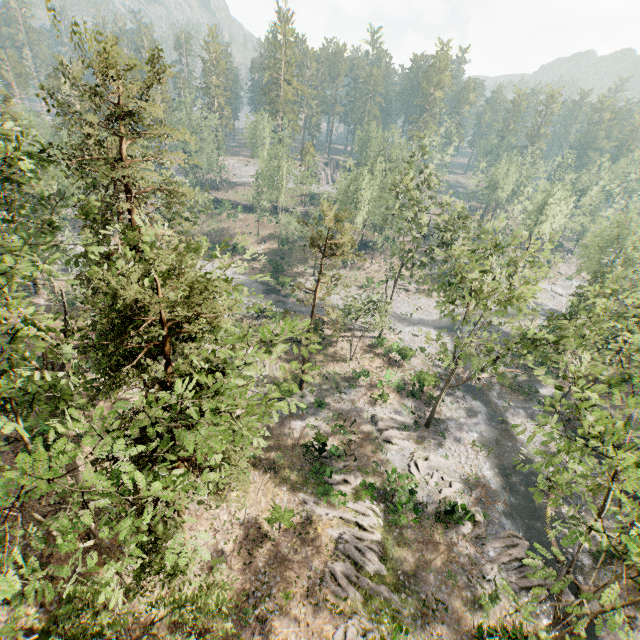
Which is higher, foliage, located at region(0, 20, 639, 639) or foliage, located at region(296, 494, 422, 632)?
foliage, located at region(0, 20, 639, 639)

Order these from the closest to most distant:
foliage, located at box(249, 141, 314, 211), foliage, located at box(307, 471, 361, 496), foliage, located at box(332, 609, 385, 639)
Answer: foliage, located at box(332, 609, 385, 639) < foliage, located at box(307, 471, 361, 496) < foliage, located at box(249, 141, 314, 211)

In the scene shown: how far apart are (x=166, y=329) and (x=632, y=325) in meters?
25.0 m

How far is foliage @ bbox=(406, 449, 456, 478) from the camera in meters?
27.1

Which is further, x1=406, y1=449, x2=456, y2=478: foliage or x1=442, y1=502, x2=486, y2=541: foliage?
x1=406, y1=449, x2=456, y2=478: foliage

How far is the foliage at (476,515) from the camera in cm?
2306
